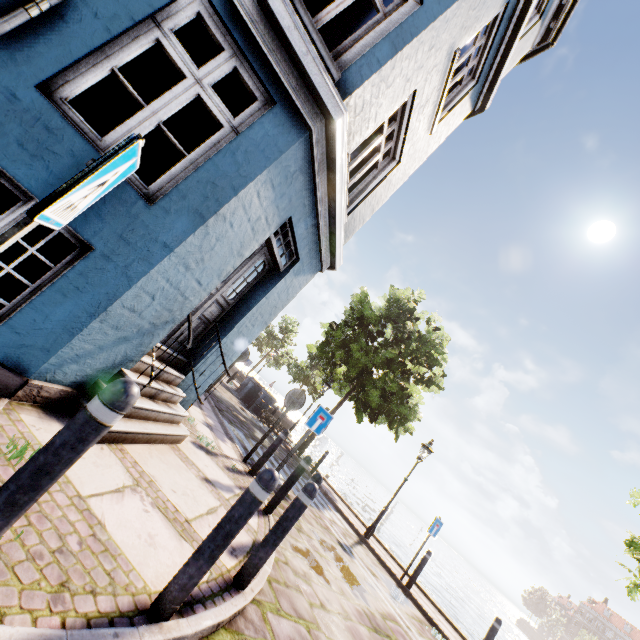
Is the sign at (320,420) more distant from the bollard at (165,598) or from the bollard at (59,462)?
the bollard at (59,462)

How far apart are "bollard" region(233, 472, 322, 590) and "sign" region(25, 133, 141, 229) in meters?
3.0

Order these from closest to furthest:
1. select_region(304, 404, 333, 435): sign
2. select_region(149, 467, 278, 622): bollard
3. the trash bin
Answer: select_region(149, 467, 278, 622): bollard, select_region(304, 404, 333, 435): sign, the trash bin

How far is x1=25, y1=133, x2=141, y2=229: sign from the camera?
1.16m

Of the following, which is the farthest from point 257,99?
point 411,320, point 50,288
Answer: point 411,320

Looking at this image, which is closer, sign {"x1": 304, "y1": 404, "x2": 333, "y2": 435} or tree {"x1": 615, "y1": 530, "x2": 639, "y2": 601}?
sign {"x1": 304, "y1": 404, "x2": 333, "y2": 435}

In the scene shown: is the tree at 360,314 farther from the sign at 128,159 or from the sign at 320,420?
the sign at 128,159

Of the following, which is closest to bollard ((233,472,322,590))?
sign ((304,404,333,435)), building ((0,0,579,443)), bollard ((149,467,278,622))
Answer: bollard ((149,467,278,622))
